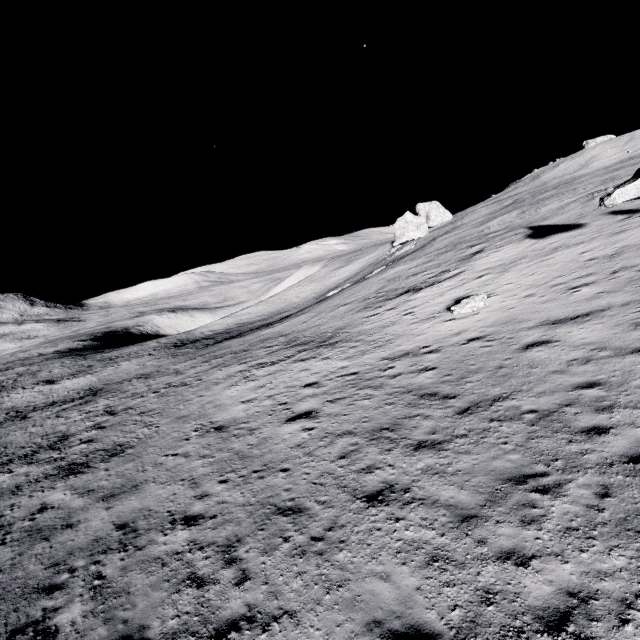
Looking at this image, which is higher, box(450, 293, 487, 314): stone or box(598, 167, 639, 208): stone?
box(598, 167, 639, 208): stone

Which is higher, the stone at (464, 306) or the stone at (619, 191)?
the stone at (619, 191)

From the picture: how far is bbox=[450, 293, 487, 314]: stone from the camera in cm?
1739

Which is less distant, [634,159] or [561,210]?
[561,210]

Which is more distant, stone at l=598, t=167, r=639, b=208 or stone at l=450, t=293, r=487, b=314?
stone at l=450, t=293, r=487, b=314

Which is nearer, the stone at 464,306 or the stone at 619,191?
the stone at 619,191
